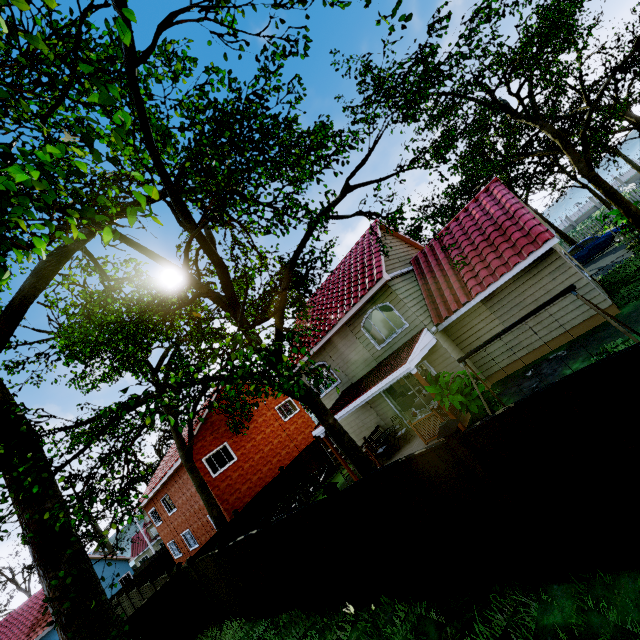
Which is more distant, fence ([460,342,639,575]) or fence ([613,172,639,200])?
fence ([613,172,639,200])

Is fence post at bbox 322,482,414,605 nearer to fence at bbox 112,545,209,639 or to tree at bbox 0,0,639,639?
fence at bbox 112,545,209,639

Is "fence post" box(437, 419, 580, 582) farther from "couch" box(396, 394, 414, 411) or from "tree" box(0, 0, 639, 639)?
"tree" box(0, 0, 639, 639)

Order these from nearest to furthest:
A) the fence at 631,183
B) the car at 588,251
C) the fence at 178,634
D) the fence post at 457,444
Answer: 1. the fence post at 457,444
2. the fence at 178,634
3. the car at 588,251
4. the fence at 631,183

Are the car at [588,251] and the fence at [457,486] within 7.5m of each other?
no

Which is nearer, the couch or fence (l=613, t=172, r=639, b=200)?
the couch

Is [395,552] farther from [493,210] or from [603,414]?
[493,210]

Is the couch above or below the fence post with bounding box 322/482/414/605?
below
